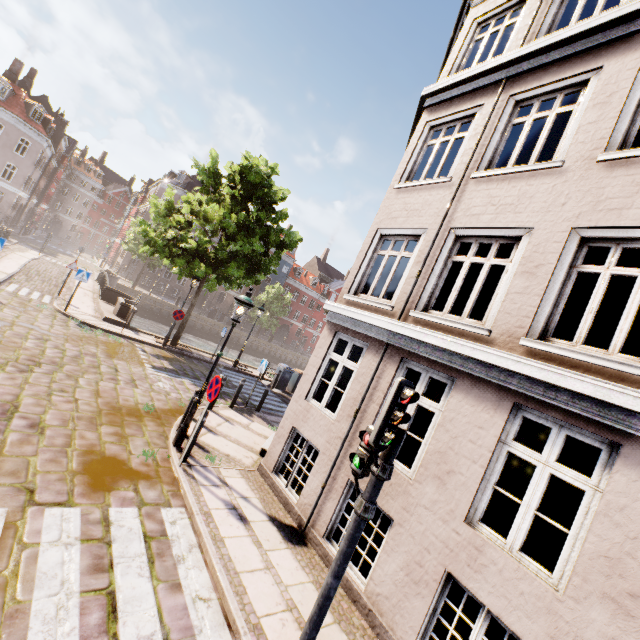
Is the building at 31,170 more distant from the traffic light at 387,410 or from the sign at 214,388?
the traffic light at 387,410

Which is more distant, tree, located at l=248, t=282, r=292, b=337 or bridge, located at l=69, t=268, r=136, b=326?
tree, located at l=248, t=282, r=292, b=337

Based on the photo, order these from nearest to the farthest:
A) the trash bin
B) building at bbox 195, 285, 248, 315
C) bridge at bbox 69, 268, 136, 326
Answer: bridge at bbox 69, 268, 136, 326
the trash bin
building at bbox 195, 285, 248, 315

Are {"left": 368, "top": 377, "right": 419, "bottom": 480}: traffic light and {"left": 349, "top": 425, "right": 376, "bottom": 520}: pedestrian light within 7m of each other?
yes

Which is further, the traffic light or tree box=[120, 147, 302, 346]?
tree box=[120, 147, 302, 346]

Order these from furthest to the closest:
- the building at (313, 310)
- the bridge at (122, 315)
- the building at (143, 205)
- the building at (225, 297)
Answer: the building at (313, 310), the building at (225, 297), the building at (143, 205), the bridge at (122, 315)

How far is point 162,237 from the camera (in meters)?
13.98

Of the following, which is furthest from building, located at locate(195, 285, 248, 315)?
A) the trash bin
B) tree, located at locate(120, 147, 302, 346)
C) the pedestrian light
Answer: the pedestrian light
